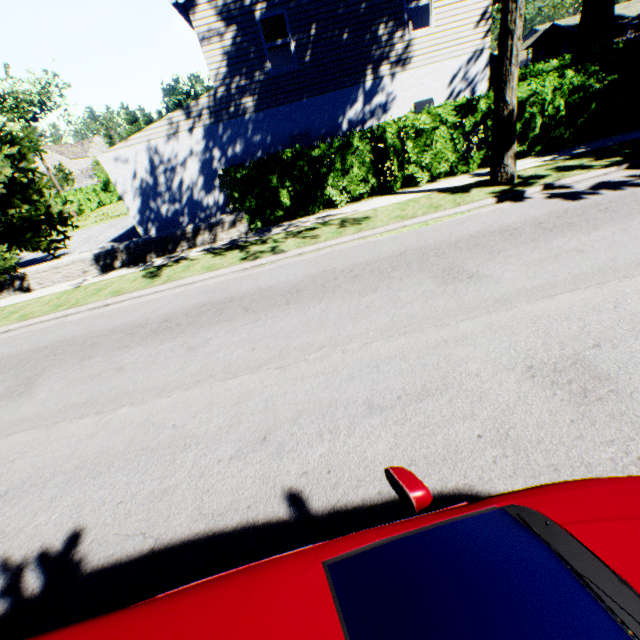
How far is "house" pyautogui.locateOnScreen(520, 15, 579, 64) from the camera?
47.2m

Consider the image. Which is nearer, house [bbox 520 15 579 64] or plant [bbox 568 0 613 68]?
plant [bbox 568 0 613 68]

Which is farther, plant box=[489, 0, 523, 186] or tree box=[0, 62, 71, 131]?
tree box=[0, 62, 71, 131]

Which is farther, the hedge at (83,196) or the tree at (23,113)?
the tree at (23,113)

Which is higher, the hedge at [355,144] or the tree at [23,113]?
the tree at [23,113]

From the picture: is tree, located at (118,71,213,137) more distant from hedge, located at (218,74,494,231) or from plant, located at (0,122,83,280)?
hedge, located at (218,74,494,231)

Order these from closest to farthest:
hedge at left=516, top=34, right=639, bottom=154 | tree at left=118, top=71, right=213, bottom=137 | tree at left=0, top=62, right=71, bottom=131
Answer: hedge at left=516, top=34, right=639, bottom=154 < tree at left=118, top=71, right=213, bottom=137 < tree at left=0, top=62, right=71, bottom=131

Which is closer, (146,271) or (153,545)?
(153,545)
